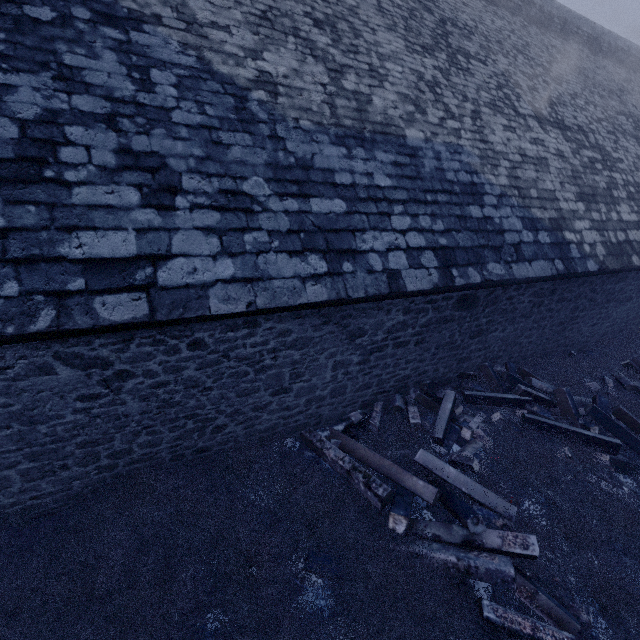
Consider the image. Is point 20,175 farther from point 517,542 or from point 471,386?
point 471,386

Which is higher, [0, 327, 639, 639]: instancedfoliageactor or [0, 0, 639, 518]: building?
[0, 0, 639, 518]: building

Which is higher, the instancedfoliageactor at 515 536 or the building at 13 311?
the building at 13 311
